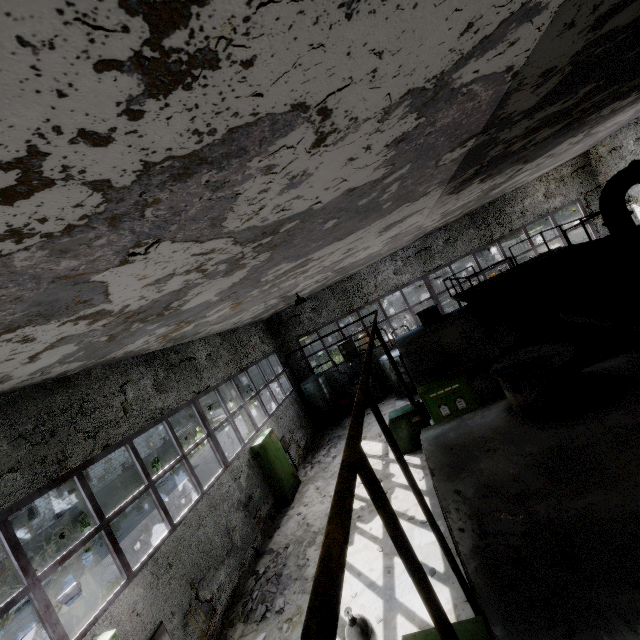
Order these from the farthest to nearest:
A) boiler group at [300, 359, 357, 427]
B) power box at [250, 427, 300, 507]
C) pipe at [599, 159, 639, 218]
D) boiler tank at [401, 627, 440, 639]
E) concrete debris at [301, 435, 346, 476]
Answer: boiler group at [300, 359, 357, 427]
concrete debris at [301, 435, 346, 476]
power box at [250, 427, 300, 507]
pipe at [599, 159, 639, 218]
boiler tank at [401, 627, 440, 639]

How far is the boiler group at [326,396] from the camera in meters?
17.4

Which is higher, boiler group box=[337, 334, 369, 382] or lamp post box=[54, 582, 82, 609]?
boiler group box=[337, 334, 369, 382]

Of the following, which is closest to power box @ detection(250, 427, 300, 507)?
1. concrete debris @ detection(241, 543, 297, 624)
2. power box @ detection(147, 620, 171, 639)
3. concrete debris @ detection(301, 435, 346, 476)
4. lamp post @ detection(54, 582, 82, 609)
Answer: concrete debris @ detection(301, 435, 346, 476)

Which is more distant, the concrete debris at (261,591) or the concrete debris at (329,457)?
the concrete debris at (329,457)

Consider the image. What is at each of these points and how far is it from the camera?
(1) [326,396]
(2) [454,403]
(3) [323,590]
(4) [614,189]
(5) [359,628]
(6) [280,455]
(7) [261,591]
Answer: (1) boiler group, 17.5m
(2) power box, 8.6m
(3) pipe, 1.3m
(4) pipe, 9.3m
(5) ceiling lamp, 5.8m
(6) power box, 12.5m
(7) concrete debris, 7.8m

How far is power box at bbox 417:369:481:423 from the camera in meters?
8.5 m

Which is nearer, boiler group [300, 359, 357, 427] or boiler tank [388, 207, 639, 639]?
boiler tank [388, 207, 639, 639]
